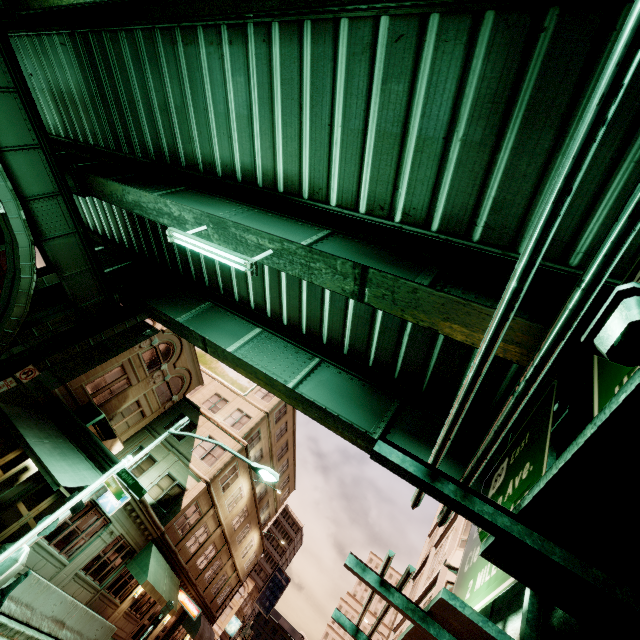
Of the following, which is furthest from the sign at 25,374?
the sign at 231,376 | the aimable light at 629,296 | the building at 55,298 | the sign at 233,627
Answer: the sign at 233,627

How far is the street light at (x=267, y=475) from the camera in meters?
12.4

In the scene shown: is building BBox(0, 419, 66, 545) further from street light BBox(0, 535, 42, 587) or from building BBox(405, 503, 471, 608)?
building BBox(405, 503, 471, 608)

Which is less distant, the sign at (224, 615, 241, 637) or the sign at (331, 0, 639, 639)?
the sign at (331, 0, 639, 639)

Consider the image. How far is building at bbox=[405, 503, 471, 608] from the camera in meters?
14.9 m

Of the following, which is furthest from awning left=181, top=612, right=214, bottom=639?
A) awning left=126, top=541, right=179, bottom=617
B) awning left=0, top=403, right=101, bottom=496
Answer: awning left=0, top=403, right=101, bottom=496

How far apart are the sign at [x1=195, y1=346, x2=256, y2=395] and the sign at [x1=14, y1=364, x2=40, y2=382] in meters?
15.7

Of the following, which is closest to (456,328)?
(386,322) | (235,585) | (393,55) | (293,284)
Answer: (386,322)
